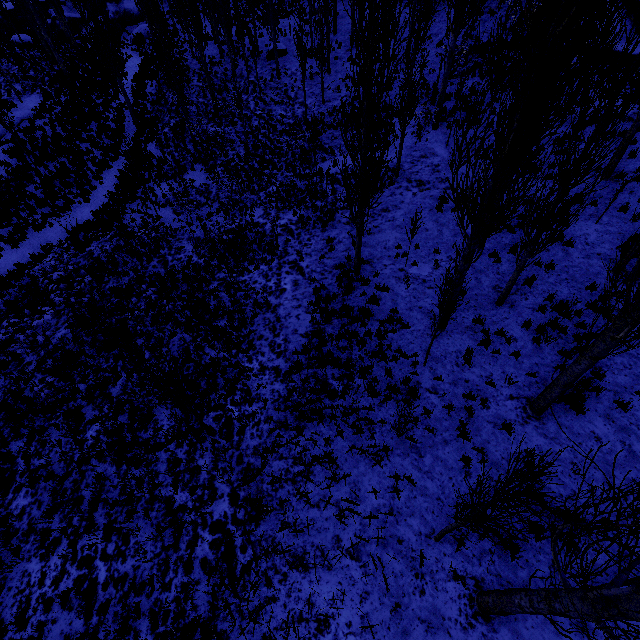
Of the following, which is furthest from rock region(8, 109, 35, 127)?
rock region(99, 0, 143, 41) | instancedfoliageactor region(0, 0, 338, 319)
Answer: rock region(99, 0, 143, 41)

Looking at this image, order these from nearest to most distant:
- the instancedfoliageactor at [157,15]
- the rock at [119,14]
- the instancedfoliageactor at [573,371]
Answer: Answer:
1. the instancedfoliageactor at [573,371]
2. the instancedfoliageactor at [157,15]
3. the rock at [119,14]

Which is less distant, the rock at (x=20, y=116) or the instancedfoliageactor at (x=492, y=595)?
the instancedfoliageactor at (x=492, y=595)

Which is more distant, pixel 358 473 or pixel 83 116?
pixel 83 116

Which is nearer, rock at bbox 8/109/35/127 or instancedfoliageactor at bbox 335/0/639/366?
instancedfoliageactor at bbox 335/0/639/366

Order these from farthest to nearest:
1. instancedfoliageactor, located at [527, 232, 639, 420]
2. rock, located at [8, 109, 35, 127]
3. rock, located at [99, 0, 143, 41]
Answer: rock, located at [99, 0, 143, 41] < rock, located at [8, 109, 35, 127] < instancedfoliageactor, located at [527, 232, 639, 420]
